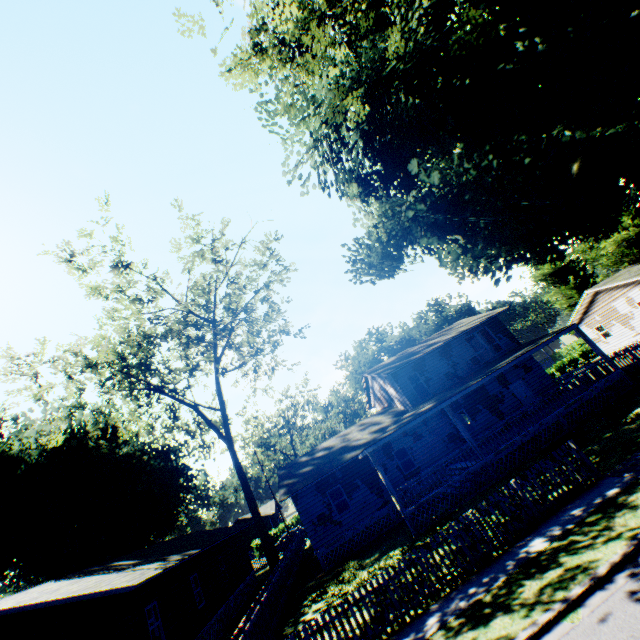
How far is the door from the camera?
22.86m

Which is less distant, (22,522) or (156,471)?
(22,522)

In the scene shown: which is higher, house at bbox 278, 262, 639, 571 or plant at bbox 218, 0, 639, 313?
plant at bbox 218, 0, 639, 313

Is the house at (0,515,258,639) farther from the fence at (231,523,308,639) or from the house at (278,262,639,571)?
the house at (278,262,639,571)

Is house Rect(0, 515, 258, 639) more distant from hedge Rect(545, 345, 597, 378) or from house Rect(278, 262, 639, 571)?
hedge Rect(545, 345, 597, 378)

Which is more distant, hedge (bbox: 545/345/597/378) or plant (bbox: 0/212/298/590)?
hedge (bbox: 545/345/597/378)

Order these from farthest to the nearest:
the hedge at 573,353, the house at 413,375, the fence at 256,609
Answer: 1. the hedge at 573,353
2. the house at 413,375
3. the fence at 256,609

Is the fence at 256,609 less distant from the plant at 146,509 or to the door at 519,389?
the plant at 146,509
